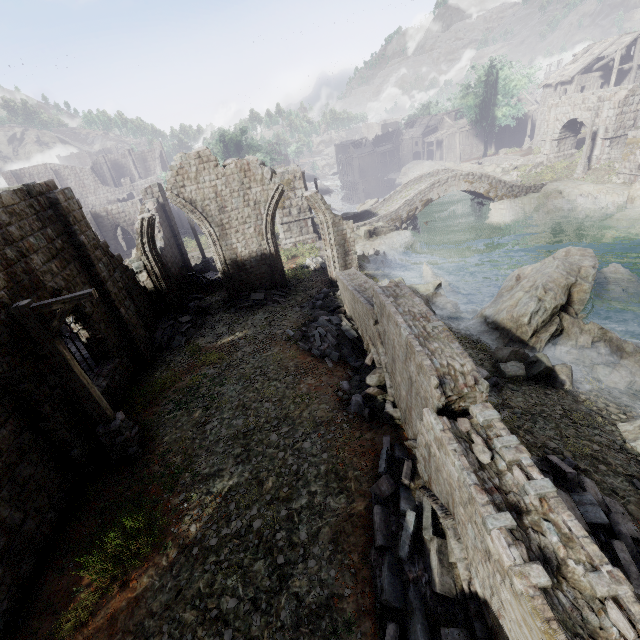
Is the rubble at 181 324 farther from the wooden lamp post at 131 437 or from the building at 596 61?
the wooden lamp post at 131 437

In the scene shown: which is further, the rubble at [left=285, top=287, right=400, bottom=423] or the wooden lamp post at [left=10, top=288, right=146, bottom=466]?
the rubble at [left=285, top=287, right=400, bottom=423]

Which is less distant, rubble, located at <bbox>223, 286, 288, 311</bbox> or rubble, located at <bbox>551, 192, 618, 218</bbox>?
rubble, located at <bbox>223, 286, 288, 311</bbox>

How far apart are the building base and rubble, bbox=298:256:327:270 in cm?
1

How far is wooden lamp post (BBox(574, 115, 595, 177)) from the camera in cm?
2891

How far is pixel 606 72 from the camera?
37.75m

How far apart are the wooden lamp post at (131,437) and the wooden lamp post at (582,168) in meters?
40.3 m

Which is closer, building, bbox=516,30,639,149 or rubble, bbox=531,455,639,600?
rubble, bbox=531,455,639,600
